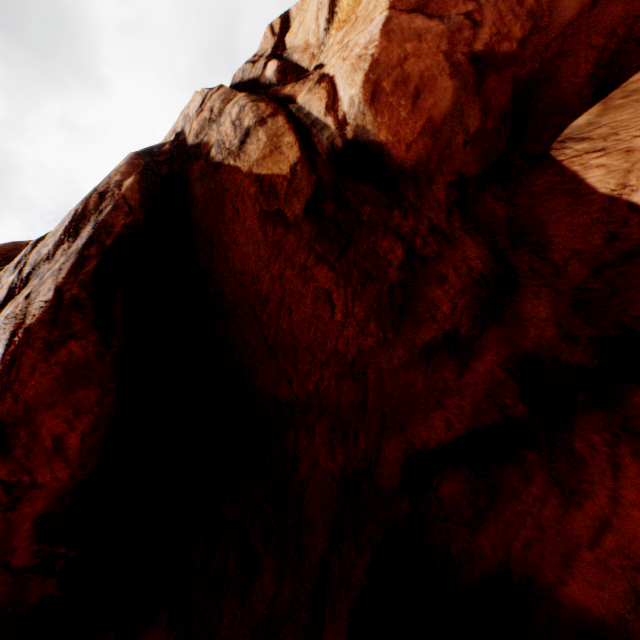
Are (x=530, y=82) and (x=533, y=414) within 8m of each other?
yes
